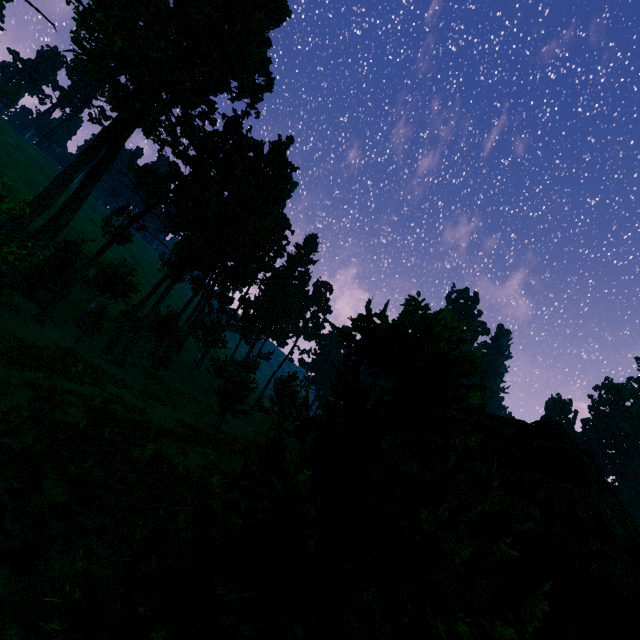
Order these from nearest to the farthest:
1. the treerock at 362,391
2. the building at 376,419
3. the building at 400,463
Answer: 1. the treerock at 362,391
2. the building at 400,463
3. the building at 376,419

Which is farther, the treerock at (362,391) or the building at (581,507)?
the building at (581,507)

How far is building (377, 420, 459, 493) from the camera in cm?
980

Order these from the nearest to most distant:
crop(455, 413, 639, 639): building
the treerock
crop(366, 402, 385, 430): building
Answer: the treerock < crop(455, 413, 639, 639): building < crop(366, 402, 385, 430): building

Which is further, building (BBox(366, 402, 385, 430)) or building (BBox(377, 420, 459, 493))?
building (BBox(366, 402, 385, 430))

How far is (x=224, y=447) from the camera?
14.9m
